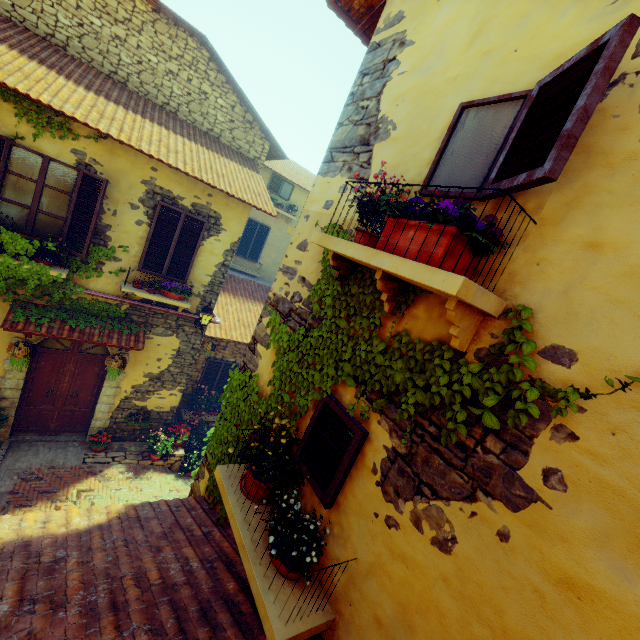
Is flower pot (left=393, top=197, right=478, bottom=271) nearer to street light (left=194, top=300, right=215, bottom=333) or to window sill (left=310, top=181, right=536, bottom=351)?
window sill (left=310, top=181, right=536, bottom=351)

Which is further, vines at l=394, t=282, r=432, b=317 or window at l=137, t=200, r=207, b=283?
window at l=137, t=200, r=207, b=283

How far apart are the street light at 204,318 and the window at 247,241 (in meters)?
5.76

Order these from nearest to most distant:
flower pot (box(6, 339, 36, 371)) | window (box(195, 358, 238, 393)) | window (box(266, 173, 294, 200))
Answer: flower pot (box(6, 339, 36, 371)), window (box(195, 358, 238, 393)), window (box(266, 173, 294, 200))

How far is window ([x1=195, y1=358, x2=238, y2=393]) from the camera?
10.64m

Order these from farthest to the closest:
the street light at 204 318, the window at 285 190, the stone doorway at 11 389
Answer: the window at 285 190 < the street light at 204 318 < the stone doorway at 11 389

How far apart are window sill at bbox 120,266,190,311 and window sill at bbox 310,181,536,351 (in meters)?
Answer: 5.94

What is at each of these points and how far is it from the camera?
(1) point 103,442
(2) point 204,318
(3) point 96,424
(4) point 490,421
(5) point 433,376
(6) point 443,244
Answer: (1) flower pot, 8.30m
(2) street light, 8.05m
(3) stone doorway, 8.34m
(4) vines, 1.66m
(5) vines, 2.00m
(6) flower pot, 1.79m
